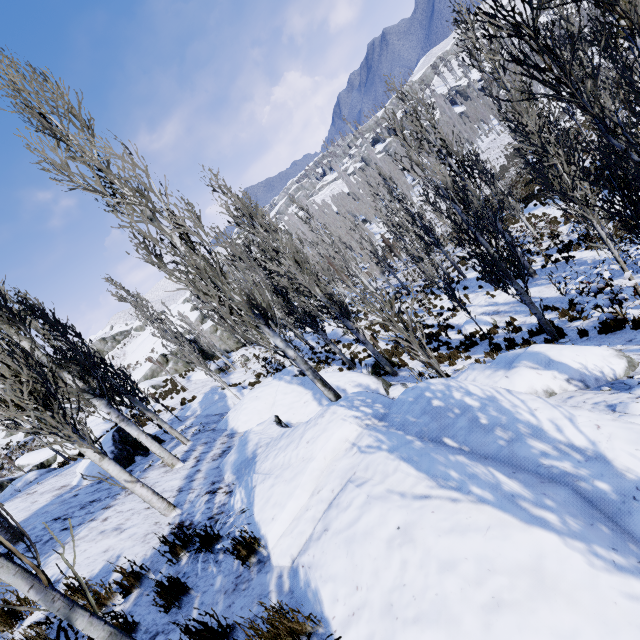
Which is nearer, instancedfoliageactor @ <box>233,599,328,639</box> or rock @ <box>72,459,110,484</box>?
instancedfoliageactor @ <box>233,599,328,639</box>

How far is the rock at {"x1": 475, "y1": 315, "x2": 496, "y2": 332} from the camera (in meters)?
14.11

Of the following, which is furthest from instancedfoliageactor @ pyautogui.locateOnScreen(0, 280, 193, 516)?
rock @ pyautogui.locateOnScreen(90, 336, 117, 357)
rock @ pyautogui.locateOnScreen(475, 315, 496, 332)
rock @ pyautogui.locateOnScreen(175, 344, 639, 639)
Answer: rock @ pyautogui.locateOnScreen(90, 336, 117, 357)

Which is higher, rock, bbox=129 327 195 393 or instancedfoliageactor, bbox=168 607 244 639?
rock, bbox=129 327 195 393

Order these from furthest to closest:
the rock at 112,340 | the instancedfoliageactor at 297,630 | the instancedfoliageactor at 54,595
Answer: the rock at 112,340 → the instancedfoliageactor at 297,630 → the instancedfoliageactor at 54,595

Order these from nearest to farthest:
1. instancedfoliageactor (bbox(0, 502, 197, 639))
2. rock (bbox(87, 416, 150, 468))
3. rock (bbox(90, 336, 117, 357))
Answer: instancedfoliageactor (bbox(0, 502, 197, 639)), rock (bbox(87, 416, 150, 468)), rock (bbox(90, 336, 117, 357))

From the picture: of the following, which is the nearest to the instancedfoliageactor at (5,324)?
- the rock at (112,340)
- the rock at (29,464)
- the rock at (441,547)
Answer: the rock at (441,547)

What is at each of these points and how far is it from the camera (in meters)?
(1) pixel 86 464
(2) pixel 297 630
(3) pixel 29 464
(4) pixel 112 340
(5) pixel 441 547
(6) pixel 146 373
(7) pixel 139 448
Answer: (1) rock, 9.90
(2) instancedfoliageactor, 2.25
(3) rock, 19.66
(4) rock, 59.81
(5) rock, 2.29
(6) rock, 31.50
(7) rock, 10.52
